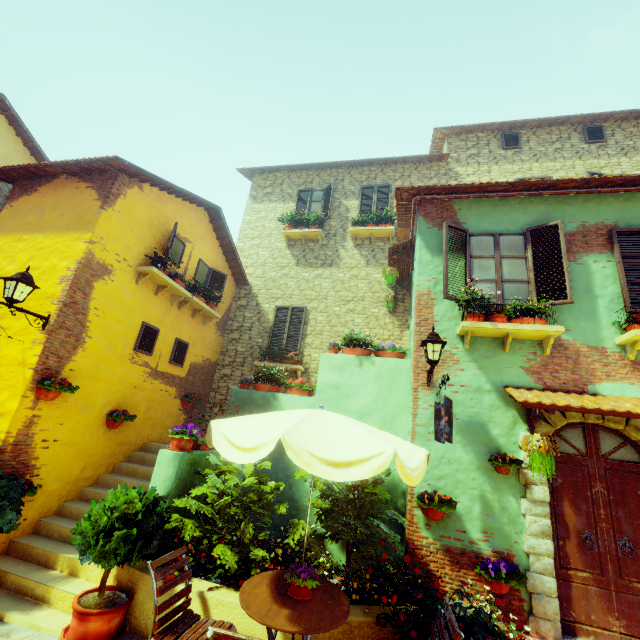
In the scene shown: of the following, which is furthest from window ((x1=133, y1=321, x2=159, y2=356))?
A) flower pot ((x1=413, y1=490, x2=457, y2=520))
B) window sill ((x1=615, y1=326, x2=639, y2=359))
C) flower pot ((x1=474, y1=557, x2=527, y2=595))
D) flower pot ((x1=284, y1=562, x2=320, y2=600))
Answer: flower pot ((x1=284, y1=562, x2=320, y2=600))

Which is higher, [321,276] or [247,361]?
[321,276]

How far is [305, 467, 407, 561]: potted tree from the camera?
4.45m

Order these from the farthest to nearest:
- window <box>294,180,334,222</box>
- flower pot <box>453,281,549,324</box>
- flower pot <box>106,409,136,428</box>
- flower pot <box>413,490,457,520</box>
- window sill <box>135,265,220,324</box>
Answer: window <box>294,180,334,222</box> < window sill <box>135,265,220,324</box> < flower pot <box>106,409,136,428</box> < flower pot <box>453,281,549,324</box> < flower pot <box>413,490,457,520</box>

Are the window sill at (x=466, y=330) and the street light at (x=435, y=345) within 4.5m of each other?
yes

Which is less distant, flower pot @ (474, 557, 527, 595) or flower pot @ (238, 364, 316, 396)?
flower pot @ (474, 557, 527, 595)

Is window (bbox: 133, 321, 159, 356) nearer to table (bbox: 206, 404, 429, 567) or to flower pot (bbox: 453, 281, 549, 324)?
flower pot (bbox: 453, 281, 549, 324)

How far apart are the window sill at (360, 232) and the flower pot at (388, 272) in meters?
2.8
